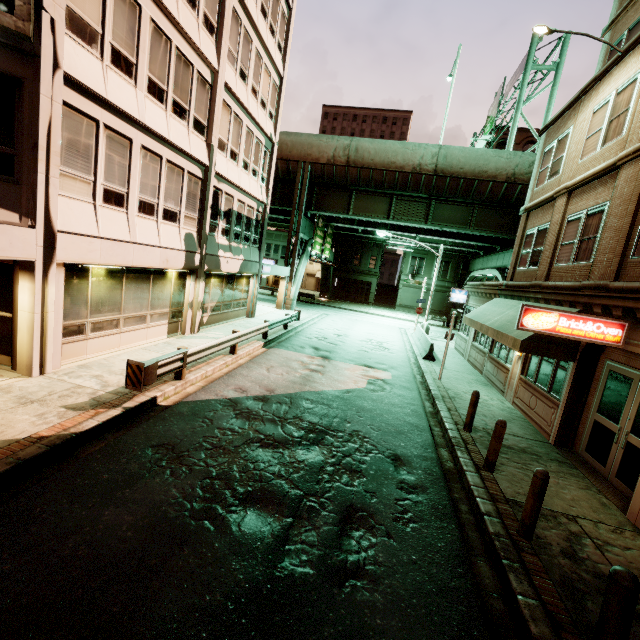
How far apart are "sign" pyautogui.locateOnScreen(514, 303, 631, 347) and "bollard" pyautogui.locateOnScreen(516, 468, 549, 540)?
3.5m

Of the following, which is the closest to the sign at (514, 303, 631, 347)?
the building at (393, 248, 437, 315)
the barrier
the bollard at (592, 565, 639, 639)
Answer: the bollard at (592, 565, 639, 639)

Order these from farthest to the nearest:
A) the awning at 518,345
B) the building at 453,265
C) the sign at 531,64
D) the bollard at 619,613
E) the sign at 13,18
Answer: the building at 453,265, the sign at 531,64, the awning at 518,345, the sign at 13,18, the bollard at 619,613

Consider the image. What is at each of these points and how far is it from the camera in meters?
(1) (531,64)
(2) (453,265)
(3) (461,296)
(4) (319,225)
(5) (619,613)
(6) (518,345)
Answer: (1) sign, 24.6 m
(2) building, 45.2 m
(3) sign, 22.0 m
(4) sign, 31.8 m
(5) bollard, 3.4 m
(6) awning, 9.4 m

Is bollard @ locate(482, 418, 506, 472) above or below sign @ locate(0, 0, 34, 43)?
below

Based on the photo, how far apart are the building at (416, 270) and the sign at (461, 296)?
24.79m

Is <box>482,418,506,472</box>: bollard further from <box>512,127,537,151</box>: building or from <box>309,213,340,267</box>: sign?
<box>512,127,537,151</box>: building

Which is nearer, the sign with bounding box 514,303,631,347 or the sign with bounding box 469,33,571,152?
the sign with bounding box 514,303,631,347
